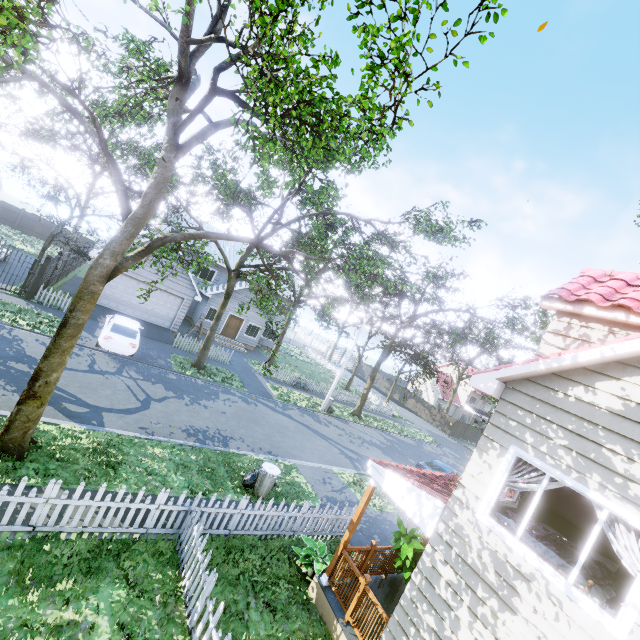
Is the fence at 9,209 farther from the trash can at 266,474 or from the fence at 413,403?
the trash can at 266,474

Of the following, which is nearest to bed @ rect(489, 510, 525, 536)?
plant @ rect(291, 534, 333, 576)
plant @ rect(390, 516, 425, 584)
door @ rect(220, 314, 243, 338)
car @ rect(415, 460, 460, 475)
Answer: plant @ rect(390, 516, 425, 584)

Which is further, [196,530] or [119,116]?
[119,116]

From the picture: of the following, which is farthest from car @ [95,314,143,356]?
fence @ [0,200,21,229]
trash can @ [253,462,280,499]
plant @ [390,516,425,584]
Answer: plant @ [390,516,425,584]

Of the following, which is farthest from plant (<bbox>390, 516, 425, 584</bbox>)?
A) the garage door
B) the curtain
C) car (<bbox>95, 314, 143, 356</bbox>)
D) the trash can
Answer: the garage door

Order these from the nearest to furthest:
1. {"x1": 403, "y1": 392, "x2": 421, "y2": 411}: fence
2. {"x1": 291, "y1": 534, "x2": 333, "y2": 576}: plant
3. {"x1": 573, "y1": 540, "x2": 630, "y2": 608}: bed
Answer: {"x1": 573, "y1": 540, "x2": 630, "y2": 608}: bed
{"x1": 291, "y1": 534, "x2": 333, "y2": 576}: plant
{"x1": 403, "y1": 392, "x2": 421, "y2": 411}: fence

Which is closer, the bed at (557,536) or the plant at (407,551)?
the bed at (557,536)

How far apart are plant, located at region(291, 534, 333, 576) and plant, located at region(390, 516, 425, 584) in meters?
1.4
